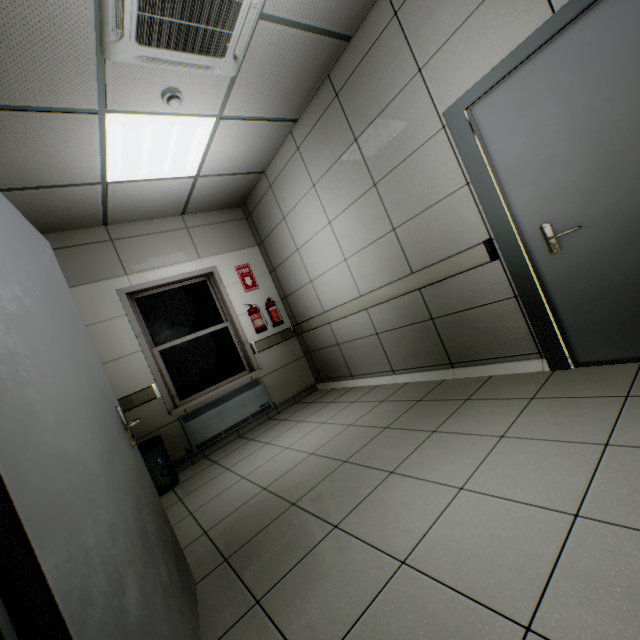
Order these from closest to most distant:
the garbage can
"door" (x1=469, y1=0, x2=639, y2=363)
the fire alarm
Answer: "door" (x1=469, y1=0, x2=639, y2=363), the fire alarm, the garbage can

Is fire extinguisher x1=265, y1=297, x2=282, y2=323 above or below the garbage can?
above

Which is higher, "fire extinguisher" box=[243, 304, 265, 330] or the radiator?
"fire extinguisher" box=[243, 304, 265, 330]

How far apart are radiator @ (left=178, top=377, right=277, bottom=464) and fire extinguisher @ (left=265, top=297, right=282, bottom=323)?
0.9 meters

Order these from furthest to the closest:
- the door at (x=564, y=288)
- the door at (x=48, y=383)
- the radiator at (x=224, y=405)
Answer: the radiator at (x=224, y=405) → the door at (x=564, y=288) → the door at (x=48, y=383)

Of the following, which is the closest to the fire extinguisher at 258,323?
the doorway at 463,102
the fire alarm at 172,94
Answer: the fire alarm at 172,94

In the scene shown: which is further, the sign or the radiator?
the sign

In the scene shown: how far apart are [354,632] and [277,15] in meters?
3.6
